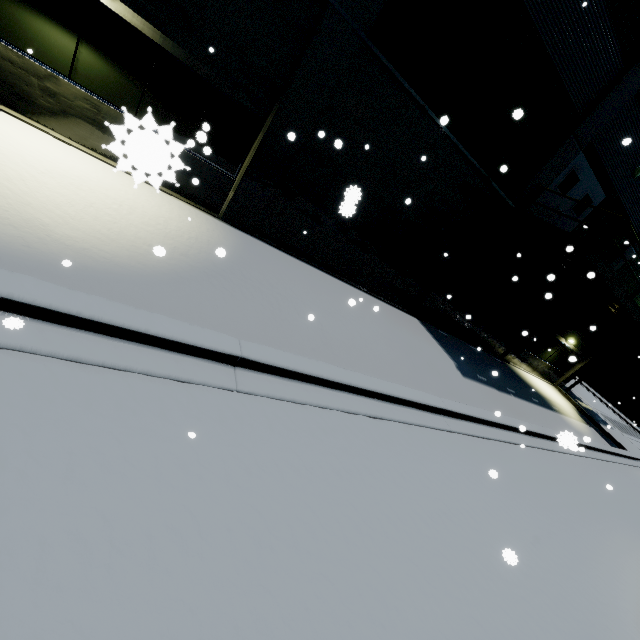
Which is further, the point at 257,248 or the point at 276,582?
the point at 257,248

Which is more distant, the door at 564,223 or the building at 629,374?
the building at 629,374

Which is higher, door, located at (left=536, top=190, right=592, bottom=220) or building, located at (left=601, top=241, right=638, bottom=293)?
building, located at (left=601, top=241, right=638, bottom=293)

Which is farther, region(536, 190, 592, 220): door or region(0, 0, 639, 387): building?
region(536, 190, 592, 220): door

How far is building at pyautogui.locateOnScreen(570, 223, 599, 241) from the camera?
12.9 meters

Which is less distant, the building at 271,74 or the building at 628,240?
the building at 271,74

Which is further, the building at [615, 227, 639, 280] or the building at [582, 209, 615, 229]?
the building at [615, 227, 639, 280]

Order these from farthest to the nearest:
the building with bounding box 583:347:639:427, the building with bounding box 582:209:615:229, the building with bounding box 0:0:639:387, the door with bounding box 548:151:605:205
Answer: the building with bounding box 583:347:639:427 < the building with bounding box 582:209:615:229 < the door with bounding box 548:151:605:205 < the building with bounding box 0:0:639:387
